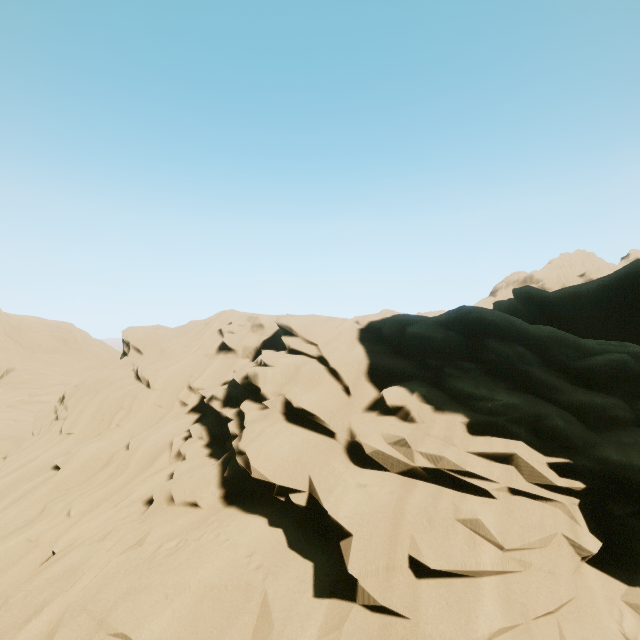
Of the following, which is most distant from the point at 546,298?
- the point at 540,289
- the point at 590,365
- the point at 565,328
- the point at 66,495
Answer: the point at 66,495
